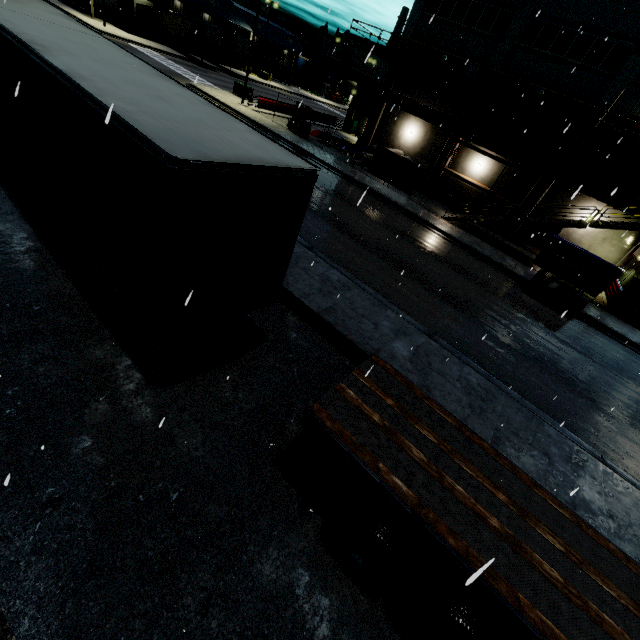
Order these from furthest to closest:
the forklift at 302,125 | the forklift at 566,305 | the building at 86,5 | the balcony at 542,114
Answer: the building at 86,5 < the forklift at 302,125 < the balcony at 542,114 < the forklift at 566,305

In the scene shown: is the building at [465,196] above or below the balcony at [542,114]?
below

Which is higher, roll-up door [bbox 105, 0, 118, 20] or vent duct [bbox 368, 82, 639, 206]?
vent duct [bbox 368, 82, 639, 206]

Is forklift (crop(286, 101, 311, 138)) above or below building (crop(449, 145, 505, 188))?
below

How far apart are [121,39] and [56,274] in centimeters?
4402cm

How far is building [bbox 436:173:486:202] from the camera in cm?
2761

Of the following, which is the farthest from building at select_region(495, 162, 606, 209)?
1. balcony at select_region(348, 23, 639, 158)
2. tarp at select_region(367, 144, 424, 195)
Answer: tarp at select_region(367, 144, 424, 195)
